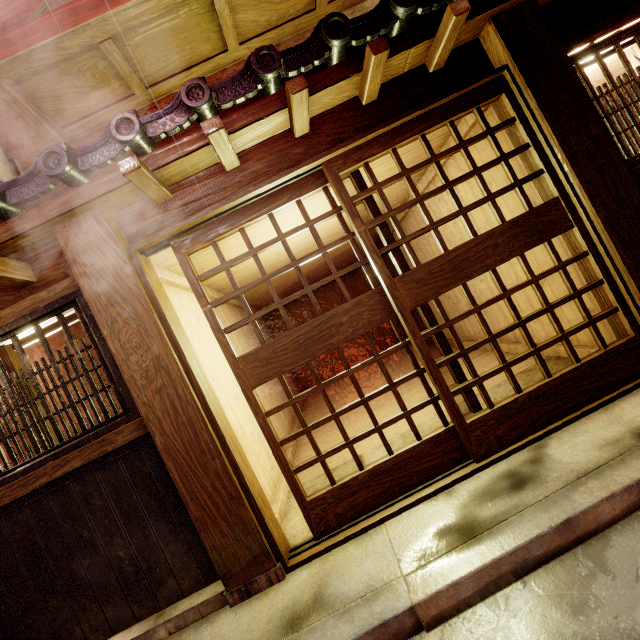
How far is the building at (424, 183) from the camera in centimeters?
829cm

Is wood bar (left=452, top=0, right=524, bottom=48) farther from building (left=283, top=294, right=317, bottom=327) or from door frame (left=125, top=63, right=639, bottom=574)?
building (left=283, top=294, right=317, bottom=327)

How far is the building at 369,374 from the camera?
12.4 meters

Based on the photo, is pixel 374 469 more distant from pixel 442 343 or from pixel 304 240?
pixel 304 240

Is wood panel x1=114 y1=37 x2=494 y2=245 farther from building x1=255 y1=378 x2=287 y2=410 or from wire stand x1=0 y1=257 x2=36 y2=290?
wire stand x1=0 y1=257 x2=36 y2=290

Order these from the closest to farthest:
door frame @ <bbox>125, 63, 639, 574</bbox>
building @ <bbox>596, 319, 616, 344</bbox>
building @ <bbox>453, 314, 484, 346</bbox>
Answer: door frame @ <bbox>125, 63, 639, 574</bbox>
building @ <bbox>596, 319, 616, 344</bbox>
building @ <bbox>453, 314, 484, 346</bbox>

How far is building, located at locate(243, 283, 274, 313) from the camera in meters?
12.3 m

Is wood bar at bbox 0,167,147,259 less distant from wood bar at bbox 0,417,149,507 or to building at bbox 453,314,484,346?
building at bbox 453,314,484,346
